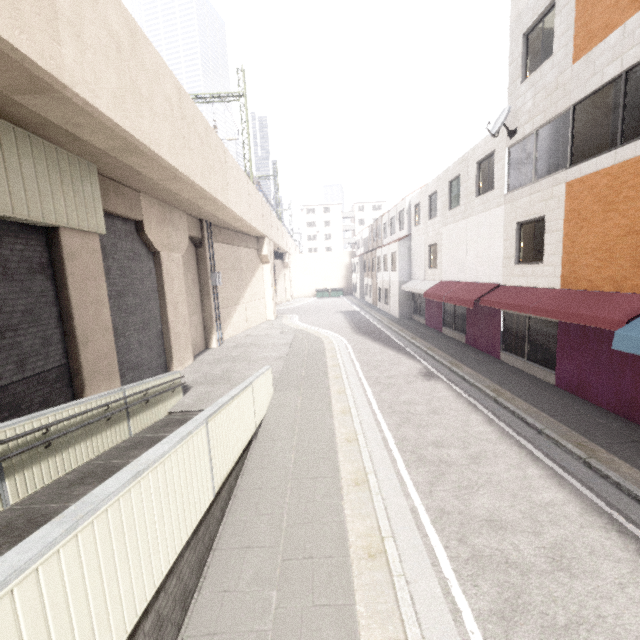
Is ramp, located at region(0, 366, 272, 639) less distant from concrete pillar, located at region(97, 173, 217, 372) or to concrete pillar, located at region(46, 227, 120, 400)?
concrete pillar, located at region(46, 227, 120, 400)

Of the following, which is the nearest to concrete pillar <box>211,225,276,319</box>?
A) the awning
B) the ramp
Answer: the ramp

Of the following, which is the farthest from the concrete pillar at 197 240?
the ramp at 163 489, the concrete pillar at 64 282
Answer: the ramp at 163 489

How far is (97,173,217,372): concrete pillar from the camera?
10.36m

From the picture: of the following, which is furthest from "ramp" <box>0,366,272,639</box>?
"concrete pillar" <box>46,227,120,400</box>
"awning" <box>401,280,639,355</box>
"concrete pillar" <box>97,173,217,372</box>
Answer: "awning" <box>401,280,639,355</box>

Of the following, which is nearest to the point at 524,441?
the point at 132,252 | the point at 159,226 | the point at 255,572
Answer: the point at 255,572

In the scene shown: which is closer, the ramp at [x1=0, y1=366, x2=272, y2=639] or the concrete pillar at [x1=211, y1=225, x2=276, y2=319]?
the ramp at [x1=0, y1=366, x2=272, y2=639]

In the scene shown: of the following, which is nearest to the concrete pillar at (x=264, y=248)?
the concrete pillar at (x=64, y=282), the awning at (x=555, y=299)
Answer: the concrete pillar at (x=64, y=282)
